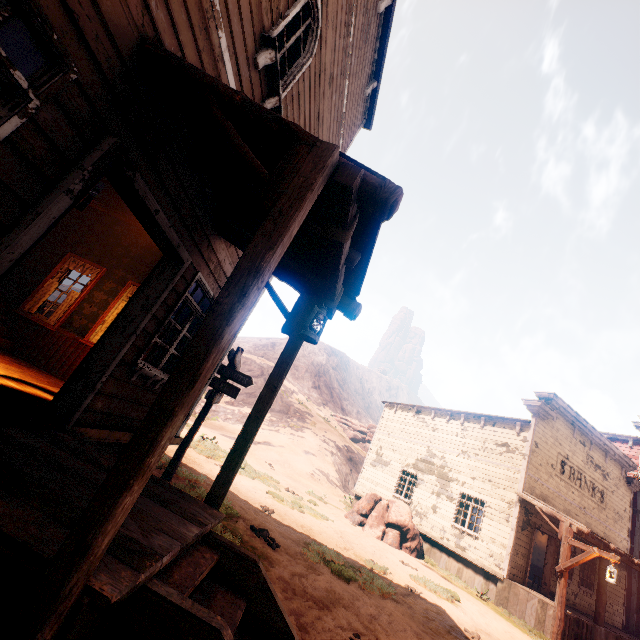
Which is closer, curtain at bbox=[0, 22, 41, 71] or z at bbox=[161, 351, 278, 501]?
curtain at bbox=[0, 22, 41, 71]

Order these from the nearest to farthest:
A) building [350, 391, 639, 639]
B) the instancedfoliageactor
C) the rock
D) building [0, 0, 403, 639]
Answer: building [0, 0, 403, 639]
building [350, 391, 639, 639]
the instancedfoliageactor
the rock

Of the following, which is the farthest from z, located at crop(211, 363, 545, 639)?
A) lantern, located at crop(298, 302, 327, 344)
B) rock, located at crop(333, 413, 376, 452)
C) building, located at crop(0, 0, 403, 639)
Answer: lantern, located at crop(298, 302, 327, 344)

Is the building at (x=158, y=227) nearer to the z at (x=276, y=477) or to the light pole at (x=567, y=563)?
the z at (x=276, y=477)

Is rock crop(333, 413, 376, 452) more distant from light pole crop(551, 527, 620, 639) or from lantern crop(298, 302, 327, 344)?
lantern crop(298, 302, 327, 344)

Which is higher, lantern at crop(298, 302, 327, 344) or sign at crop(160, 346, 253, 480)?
lantern at crop(298, 302, 327, 344)

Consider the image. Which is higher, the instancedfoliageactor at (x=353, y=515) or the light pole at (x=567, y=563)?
A: the light pole at (x=567, y=563)

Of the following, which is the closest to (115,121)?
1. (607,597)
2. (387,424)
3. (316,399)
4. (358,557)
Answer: (358,557)
